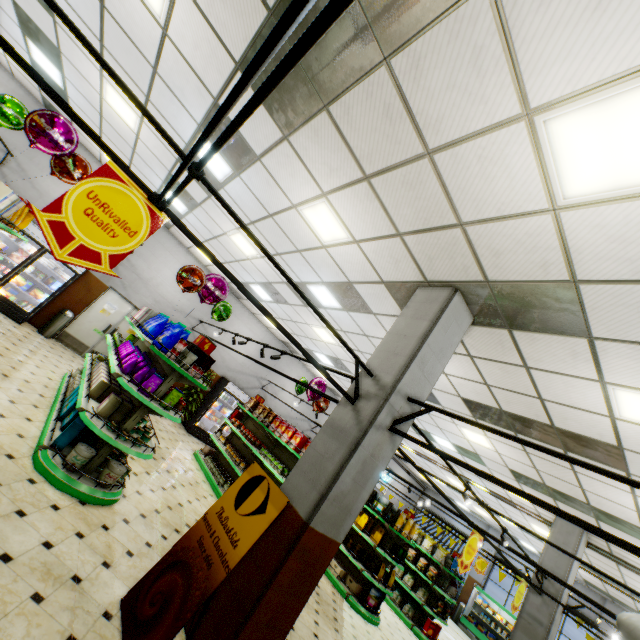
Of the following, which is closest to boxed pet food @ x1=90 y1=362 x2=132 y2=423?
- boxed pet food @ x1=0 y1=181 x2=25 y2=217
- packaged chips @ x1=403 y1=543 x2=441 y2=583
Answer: boxed pet food @ x1=0 y1=181 x2=25 y2=217

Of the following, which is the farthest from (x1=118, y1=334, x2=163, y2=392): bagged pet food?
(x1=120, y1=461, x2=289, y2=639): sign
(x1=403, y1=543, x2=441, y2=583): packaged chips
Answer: (x1=403, y1=543, x2=441, y2=583): packaged chips

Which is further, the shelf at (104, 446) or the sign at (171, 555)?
the shelf at (104, 446)

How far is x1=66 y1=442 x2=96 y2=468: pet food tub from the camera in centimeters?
409cm

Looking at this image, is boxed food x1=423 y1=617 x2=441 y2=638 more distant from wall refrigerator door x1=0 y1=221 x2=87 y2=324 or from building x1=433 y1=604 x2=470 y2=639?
wall refrigerator door x1=0 y1=221 x2=87 y2=324

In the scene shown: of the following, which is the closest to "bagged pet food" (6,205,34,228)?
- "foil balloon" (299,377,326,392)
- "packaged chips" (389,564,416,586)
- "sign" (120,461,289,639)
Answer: "sign" (120,461,289,639)

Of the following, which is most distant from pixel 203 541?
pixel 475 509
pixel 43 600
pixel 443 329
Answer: pixel 475 509

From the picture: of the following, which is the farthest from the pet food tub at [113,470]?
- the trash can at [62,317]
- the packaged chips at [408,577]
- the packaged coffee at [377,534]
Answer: the packaged chips at [408,577]
